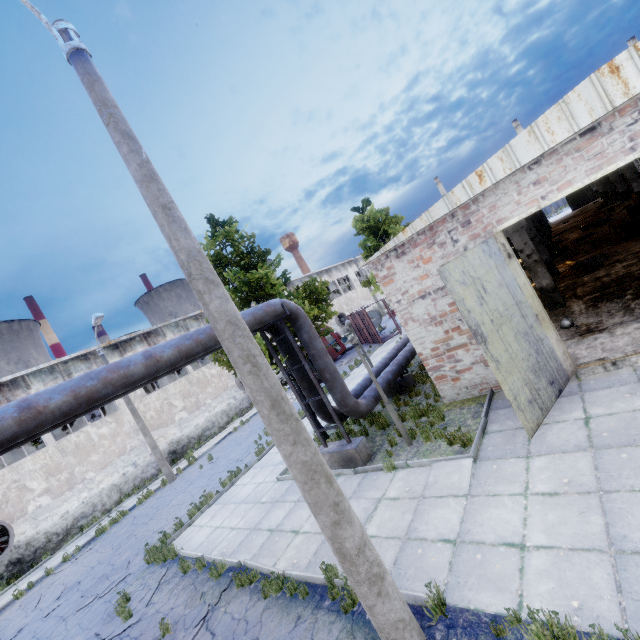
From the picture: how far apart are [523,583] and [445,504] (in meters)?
1.97

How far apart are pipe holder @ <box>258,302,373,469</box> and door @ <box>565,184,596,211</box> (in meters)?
50.78

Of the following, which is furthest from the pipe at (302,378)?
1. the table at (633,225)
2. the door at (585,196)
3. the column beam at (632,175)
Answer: the door at (585,196)

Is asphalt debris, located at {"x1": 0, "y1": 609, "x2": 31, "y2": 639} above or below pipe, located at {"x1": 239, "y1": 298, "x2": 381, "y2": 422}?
below

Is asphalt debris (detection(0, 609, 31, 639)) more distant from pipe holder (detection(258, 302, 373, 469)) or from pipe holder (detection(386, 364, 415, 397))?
pipe holder (detection(386, 364, 415, 397))

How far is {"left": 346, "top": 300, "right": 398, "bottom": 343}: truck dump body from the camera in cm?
2525

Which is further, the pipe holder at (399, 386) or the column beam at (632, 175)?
the column beam at (632, 175)

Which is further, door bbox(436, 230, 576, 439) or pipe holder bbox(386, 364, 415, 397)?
pipe holder bbox(386, 364, 415, 397)
